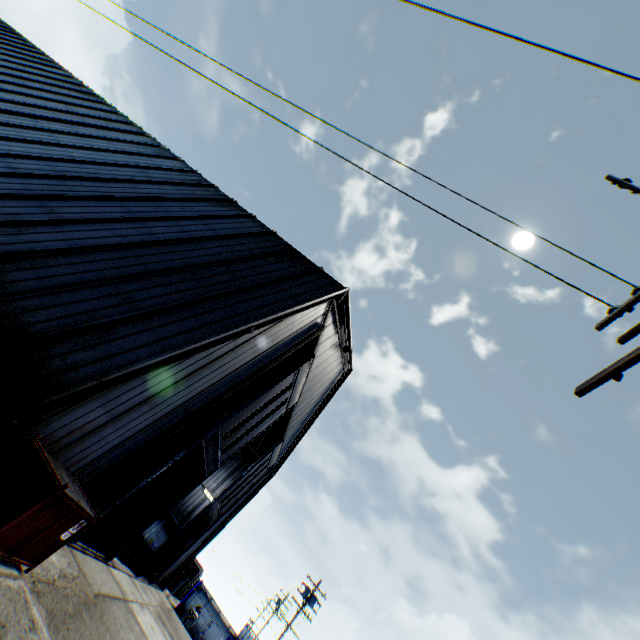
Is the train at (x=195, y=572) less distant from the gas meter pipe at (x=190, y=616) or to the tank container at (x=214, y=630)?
the tank container at (x=214, y=630)

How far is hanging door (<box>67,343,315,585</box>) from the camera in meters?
10.6 m

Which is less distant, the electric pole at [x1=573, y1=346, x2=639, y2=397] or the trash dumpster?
the electric pole at [x1=573, y1=346, x2=639, y2=397]

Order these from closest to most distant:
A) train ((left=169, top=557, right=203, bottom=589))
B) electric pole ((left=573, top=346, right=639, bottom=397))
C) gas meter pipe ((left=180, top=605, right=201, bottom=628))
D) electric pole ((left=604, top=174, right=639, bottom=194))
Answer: electric pole ((left=573, top=346, right=639, bottom=397)) < electric pole ((left=604, top=174, right=639, bottom=194)) < gas meter pipe ((left=180, top=605, right=201, bottom=628)) < train ((left=169, top=557, right=203, bottom=589))

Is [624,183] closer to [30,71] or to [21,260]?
[21,260]

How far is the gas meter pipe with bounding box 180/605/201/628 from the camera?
26.2 meters

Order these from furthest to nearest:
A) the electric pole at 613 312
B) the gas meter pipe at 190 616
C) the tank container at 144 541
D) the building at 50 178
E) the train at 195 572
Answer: the train at 195 572
the gas meter pipe at 190 616
the tank container at 144 541
the building at 50 178
the electric pole at 613 312

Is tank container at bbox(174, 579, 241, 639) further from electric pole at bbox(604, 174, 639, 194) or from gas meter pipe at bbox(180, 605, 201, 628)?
electric pole at bbox(604, 174, 639, 194)
